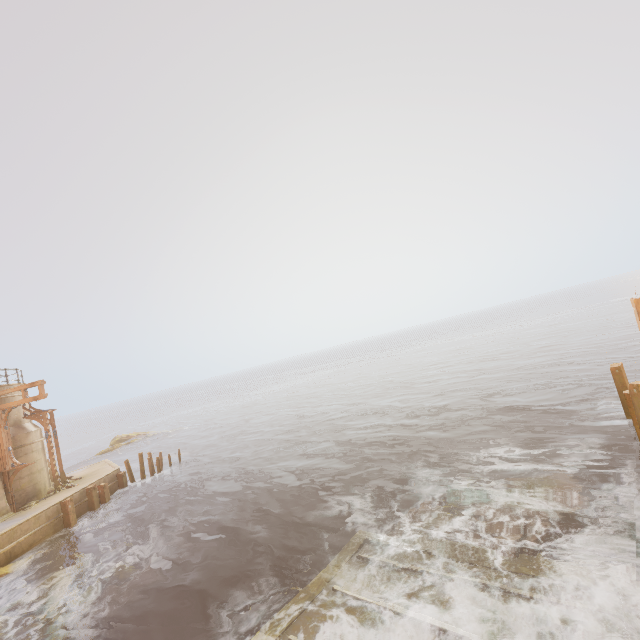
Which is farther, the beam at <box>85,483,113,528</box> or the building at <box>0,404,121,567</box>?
the beam at <box>85,483,113,528</box>

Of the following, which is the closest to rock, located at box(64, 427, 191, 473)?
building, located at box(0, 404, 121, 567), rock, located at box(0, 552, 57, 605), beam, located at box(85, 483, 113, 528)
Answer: building, located at box(0, 404, 121, 567)

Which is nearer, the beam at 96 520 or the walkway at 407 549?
the walkway at 407 549

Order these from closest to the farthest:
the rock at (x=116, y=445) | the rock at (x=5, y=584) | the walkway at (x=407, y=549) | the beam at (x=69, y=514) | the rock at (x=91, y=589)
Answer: the walkway at (x=407, y=549), the rock at (x=91, y=589), the rock at (x=5, y=584), the beam at (x=69, y=514), the rock at (x=116, y=445)

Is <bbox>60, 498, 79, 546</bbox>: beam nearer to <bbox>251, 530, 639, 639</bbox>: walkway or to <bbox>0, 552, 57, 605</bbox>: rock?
<bbox>0, 552, 57, 605</bbox>: rock

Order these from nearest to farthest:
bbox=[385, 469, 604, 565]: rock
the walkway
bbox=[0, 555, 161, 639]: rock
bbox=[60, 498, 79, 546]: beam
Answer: the walkway → bbox=[385, 469, 604, 565]: rock → bbox=[0, 555, 161, 639]: rock → bbox=[60, 498, 79, 546]: beam

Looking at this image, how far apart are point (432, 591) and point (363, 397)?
31.15m

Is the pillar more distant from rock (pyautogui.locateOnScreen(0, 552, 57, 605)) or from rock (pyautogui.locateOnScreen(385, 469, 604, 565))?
rock (pyautogui.locateOnScreen(385, 469, 604, 565))
